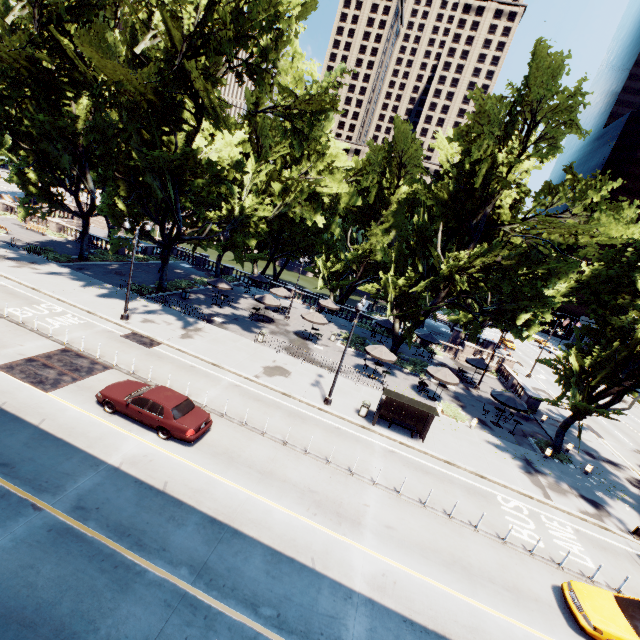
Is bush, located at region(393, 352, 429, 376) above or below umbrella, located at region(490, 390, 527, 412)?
below

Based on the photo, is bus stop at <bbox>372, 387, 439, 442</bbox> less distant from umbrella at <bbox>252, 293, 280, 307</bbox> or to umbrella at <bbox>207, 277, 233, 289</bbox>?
umbrella at <bbox>252, 293, 280, 307</bbox>

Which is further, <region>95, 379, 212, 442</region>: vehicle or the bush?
the bush

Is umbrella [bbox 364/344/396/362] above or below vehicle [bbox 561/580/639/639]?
above

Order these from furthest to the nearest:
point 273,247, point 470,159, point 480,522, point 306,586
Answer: point 273,247, point 470,159, point 480,522, point 306,586

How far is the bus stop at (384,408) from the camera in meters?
19.1

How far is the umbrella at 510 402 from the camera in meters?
24.5

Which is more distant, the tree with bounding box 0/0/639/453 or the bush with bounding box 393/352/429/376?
the bush with bounding box 393/352/429/376
